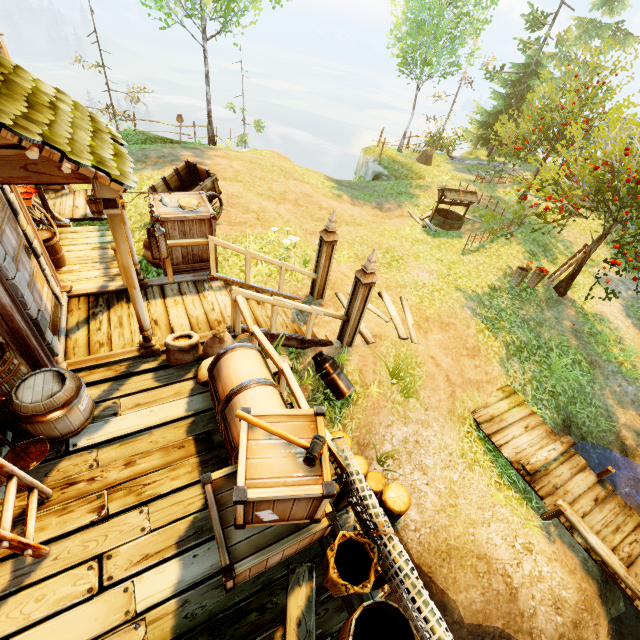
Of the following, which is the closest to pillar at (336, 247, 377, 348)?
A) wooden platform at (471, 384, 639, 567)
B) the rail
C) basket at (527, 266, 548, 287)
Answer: the rail

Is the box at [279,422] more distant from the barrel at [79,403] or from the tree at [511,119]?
the tree at [511,119]

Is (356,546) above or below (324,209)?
above

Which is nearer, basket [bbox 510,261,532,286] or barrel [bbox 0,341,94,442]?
barrel [bbox 0,341,94,442]

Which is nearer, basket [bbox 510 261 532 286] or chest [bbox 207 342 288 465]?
chest [bbox 207 342 288 465]

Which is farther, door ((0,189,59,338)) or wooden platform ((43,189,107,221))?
wooden platform ((43,189,107,221))

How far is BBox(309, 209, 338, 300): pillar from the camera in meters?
7.2

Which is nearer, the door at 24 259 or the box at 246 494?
the box at 246 494
